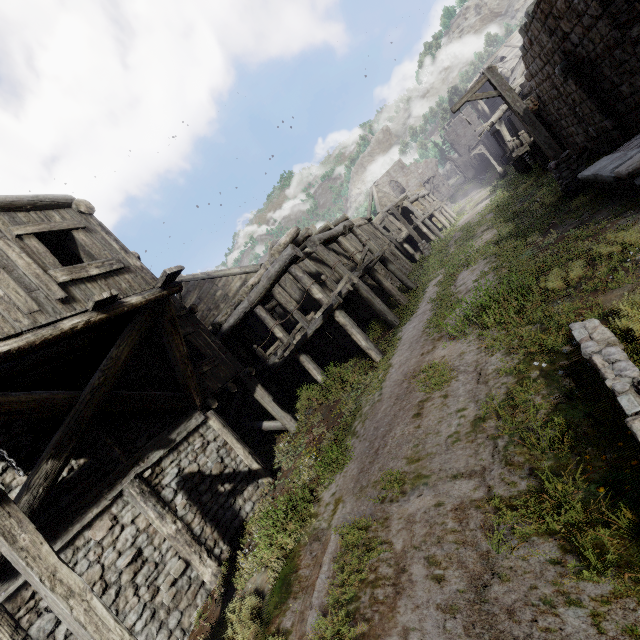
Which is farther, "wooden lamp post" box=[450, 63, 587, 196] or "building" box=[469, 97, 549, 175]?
"building" box=[469, 97, 549, 175]

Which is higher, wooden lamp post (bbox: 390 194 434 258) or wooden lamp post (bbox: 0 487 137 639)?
wooden lamp post (bbox: 0 487 137 639)

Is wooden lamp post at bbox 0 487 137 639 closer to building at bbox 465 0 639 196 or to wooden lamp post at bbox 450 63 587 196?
building at bbox 465 0 639 196

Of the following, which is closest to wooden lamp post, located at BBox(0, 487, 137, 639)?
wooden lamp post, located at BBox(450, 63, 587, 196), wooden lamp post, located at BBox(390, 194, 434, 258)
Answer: wooden lamp post, located at BBox(450, 63, 587, 196)

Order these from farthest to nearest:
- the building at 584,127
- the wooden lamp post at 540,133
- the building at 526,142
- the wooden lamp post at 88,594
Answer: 1. the building at 526,142
2. the wooden lamp post at 540,133
3. the building at 584,127
4. the wooden lamp post at 88,594

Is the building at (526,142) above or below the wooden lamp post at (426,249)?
above

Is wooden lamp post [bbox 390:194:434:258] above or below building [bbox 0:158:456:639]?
above

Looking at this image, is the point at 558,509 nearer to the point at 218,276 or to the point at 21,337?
the point at 21,337
